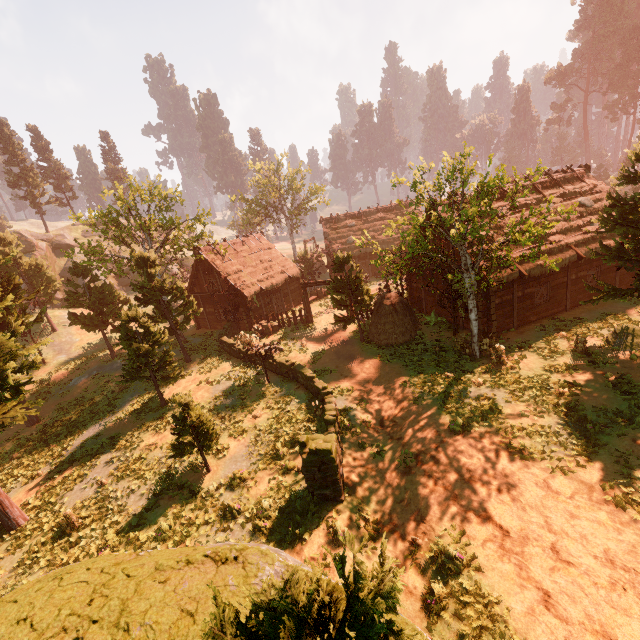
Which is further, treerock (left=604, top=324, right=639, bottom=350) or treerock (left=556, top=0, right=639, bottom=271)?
treerock (left=604, top=324, right=639, bottom=350)

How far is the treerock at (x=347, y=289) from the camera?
19.7m

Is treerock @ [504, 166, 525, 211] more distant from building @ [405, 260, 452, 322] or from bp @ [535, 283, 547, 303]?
bp @ [535, 283, 547, 303]

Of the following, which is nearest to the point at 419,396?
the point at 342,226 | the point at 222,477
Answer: the point at 222,477

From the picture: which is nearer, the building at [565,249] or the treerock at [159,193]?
the treerock at [159,193]

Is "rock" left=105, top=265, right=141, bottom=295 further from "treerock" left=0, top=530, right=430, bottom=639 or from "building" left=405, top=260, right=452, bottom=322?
"building" left=405, top=260, right=452, bottom=322

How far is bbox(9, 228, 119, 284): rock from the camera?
44.6m

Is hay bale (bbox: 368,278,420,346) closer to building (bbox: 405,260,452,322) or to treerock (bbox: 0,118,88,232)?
treerock (bbox: 0,118,88,232)
